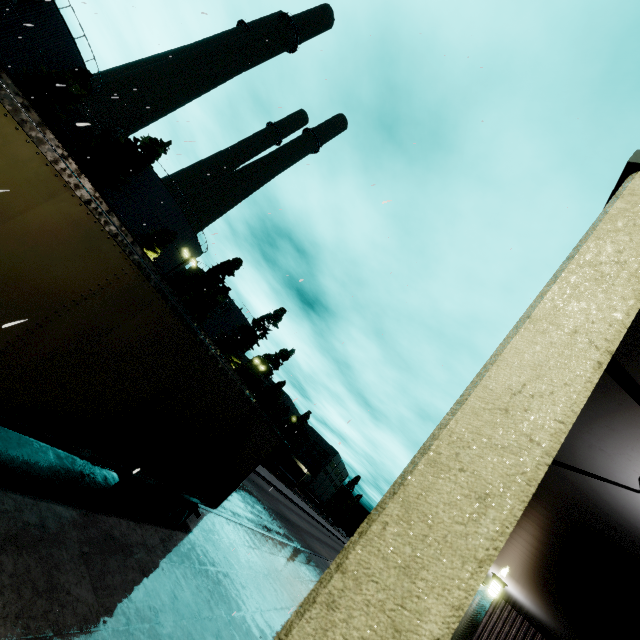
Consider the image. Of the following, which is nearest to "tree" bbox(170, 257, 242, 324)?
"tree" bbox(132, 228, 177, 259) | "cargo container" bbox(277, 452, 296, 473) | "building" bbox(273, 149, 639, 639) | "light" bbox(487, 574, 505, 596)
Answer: "tree" bbox(132, 228, 177, 259)

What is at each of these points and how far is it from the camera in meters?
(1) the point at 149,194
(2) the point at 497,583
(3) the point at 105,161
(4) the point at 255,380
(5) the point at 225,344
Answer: (1) silo, 37.4
(2) light, 8.0
(3) tree, 28.9
(4) tree, 57.5
(5) tree, 50.2

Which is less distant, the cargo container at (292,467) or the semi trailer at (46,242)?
the semi trailer at (46,242)

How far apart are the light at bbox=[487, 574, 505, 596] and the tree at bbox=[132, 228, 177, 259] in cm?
3605

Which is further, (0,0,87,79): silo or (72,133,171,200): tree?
(72,133,171,200): tree

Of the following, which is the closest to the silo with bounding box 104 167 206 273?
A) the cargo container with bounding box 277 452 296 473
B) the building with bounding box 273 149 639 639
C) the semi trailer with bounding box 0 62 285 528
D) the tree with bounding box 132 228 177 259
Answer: the semi trailer with bounding box 0 62 285 528

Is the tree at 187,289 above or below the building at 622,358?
above

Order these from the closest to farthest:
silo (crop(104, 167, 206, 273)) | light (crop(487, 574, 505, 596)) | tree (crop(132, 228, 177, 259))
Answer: light (crop(487, 574, 505, 596)), tree (crop(132, 228, 177, 259)), silo (crop(104, 167, 206, 273))
